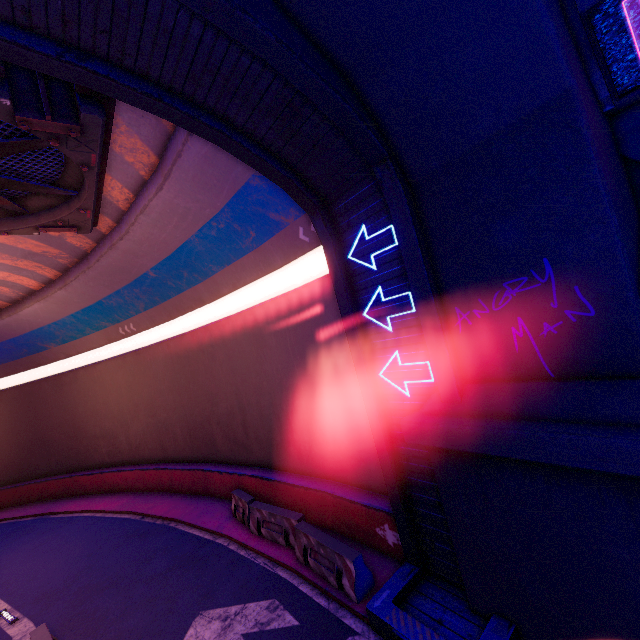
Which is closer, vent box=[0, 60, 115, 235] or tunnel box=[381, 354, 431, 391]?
vent box=[0, 60, 115, 235]

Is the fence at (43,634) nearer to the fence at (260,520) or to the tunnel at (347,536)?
the tunnel at (347,536)

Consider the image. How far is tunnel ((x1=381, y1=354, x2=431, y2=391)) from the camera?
6.5m

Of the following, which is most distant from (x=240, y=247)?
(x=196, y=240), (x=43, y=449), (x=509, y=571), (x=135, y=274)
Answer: (x=43, y=449)

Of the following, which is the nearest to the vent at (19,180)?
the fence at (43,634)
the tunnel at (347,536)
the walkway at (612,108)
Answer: the tunnel at (347,536)

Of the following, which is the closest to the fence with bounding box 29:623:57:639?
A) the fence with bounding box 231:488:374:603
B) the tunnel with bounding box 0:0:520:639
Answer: the tunnel with bounding box 0:0:520:639

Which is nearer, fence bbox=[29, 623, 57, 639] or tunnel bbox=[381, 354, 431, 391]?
tunnel bbox=[381, 354, 431, 391]
